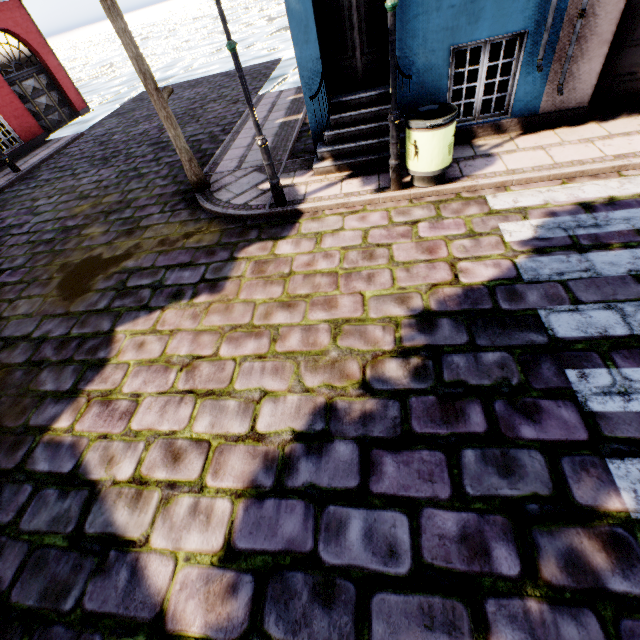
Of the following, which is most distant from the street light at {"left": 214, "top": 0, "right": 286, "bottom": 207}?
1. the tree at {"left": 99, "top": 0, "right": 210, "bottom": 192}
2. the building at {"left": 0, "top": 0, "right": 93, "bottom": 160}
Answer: the tree at {"left": 99, "top": 0, "right": 210, "bottom": 192}

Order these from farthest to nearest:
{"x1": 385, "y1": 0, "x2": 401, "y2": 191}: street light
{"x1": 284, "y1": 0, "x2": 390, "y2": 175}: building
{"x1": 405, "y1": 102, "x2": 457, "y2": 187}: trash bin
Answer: {"x1": 284, "y1": 0, "x2": 390, "y2": 175}: building < {"x1": 405, "y1": 102, "x2": 457, "y2": 187}: trash bin < {"x1": 385, "y1": 0, "x2": 401, "y2": 191}: street light

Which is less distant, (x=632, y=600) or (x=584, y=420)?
(x=632, y=600)

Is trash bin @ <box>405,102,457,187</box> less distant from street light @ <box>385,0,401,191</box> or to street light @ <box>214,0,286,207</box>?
street light @ <box>385,0,401,191</box>

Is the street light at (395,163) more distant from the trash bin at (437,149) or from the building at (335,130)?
the building at (335,130)

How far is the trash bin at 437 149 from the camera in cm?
446

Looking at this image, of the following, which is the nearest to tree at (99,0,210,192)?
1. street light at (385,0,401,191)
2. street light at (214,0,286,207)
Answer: street light at (214,0,286,207)

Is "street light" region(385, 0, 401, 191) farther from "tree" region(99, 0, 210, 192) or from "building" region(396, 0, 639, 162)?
"tree" region(99, 0, 210, 192)
